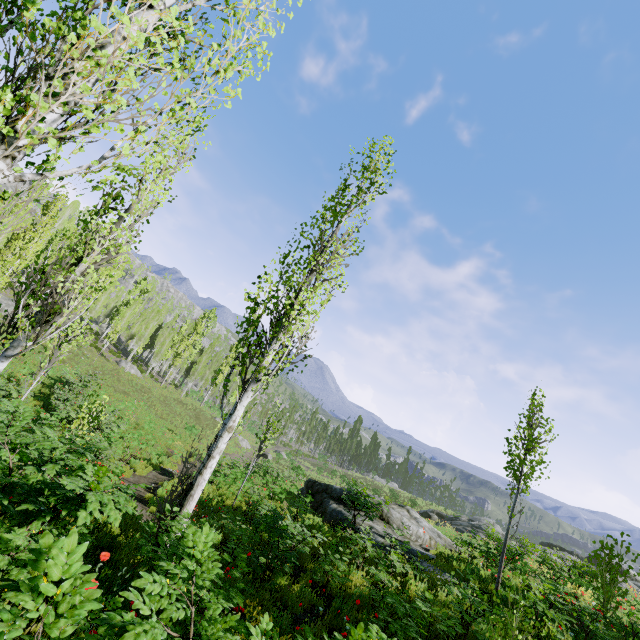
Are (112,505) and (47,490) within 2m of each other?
yes

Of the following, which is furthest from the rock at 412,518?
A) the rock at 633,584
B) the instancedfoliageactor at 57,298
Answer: the rock at 633,584

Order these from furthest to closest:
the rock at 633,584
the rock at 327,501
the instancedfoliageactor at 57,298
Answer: the rock at 633,584, the rock at 327,501, the instancedfoliageactor at 57,298

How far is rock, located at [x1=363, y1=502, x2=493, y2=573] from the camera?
11.7m

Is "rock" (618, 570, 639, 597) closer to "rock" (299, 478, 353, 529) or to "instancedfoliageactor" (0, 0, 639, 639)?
"instancedfoliageactor" (0, 0, 639, 639)
